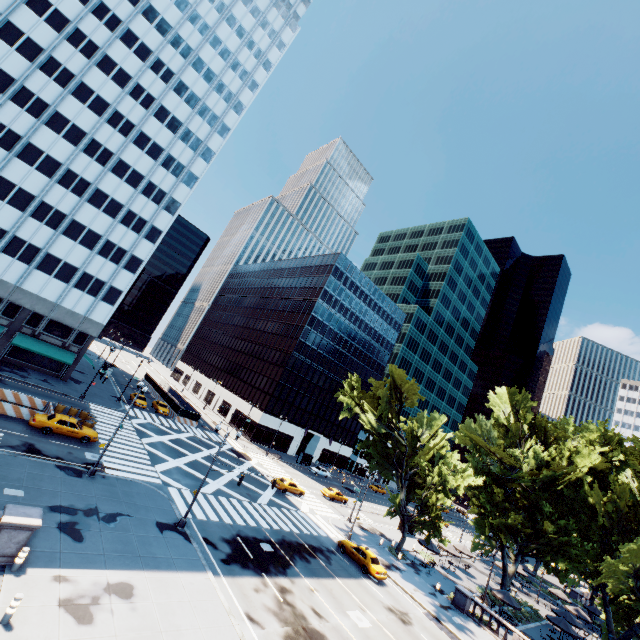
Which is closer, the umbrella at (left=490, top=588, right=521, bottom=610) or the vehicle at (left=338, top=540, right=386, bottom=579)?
the vehicle at (left=338, top=540, right=386, bottom=579)

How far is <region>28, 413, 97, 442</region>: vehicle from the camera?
26.62m

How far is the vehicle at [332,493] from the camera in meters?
48.5 m

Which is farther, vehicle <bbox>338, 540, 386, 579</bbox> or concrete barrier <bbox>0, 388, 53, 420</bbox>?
vehicle <bbox>338, 540, 386, 579</bbox>

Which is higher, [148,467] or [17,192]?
[17,192]

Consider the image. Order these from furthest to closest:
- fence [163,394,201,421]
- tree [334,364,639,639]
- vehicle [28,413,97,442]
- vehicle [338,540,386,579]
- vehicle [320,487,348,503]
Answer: fence [163,394,201,421]
vehicle [320,487,348,503]
tree [334,364,639,639]
vehicle [338,540,386,579]
vehicle [28,413,97,442]

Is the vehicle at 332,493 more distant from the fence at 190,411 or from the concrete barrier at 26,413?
the concrete barrier at 26,413

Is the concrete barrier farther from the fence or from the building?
the fence
